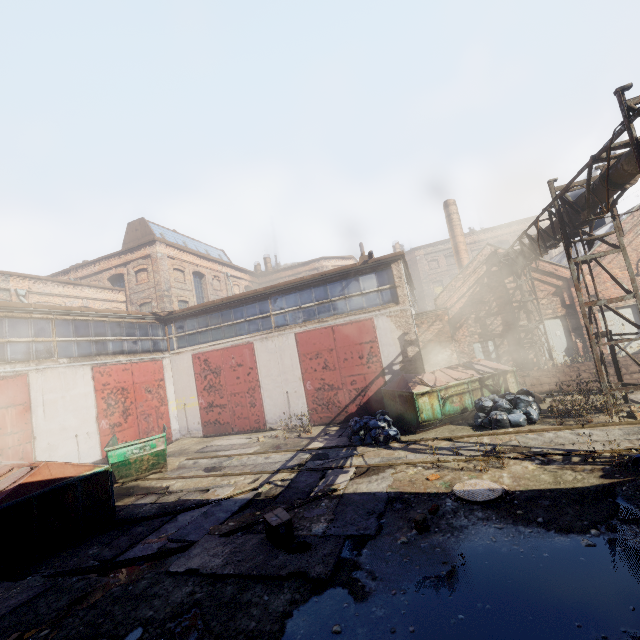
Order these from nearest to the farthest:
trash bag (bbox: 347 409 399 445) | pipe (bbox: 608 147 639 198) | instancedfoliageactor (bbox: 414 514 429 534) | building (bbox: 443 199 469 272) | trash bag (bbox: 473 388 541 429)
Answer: instancedfoliageactor (bbox: 414 514 429 534), pipe (bbox: 608 147 639 198), trash bag (bbox: 473 388 541 429), trash bag (bbox: 347 409 399 445), building (bbox: 443 199 469 272)

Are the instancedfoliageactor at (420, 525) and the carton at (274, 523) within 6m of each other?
yes

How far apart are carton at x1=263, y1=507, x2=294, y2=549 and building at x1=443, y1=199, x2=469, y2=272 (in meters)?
22.66

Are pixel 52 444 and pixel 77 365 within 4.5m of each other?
yes

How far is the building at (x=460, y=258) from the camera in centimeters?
2430cm

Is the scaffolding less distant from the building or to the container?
the building

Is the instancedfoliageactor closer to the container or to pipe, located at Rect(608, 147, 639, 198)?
pipe, located at Rect(608, 147, 639, 198)

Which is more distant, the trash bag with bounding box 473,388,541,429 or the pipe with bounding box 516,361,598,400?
the pipe with bounding box 516,361,598,400
